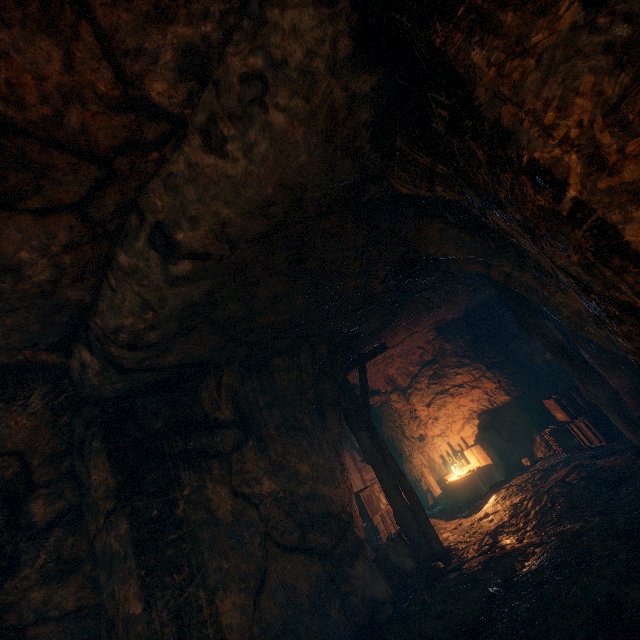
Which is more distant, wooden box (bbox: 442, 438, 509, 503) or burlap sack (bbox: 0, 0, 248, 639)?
wooden box (bbox: 442, 438, 509, 503)

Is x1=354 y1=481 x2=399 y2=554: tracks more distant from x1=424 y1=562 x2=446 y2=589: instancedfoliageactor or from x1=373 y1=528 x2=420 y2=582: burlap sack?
x1=373 y1=528 x2=420 y2=582: burlap sack

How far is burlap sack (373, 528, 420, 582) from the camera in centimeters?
609cm

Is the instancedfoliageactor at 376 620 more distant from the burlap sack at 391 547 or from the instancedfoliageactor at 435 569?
the burlap sack at 391 547

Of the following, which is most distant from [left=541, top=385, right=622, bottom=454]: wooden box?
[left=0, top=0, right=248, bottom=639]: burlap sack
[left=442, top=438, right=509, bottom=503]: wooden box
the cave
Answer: [left=0, top=0, right=248, bottom=639]: burlap sack

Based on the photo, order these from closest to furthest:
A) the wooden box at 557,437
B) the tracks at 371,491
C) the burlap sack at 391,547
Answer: the burlap sack at 391,547
the wooden box at 557,437
the tracks at 371,491

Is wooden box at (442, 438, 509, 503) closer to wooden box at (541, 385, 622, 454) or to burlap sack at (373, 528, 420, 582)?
wooden box at (541, 385, 622, 454)

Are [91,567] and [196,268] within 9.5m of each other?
yes
